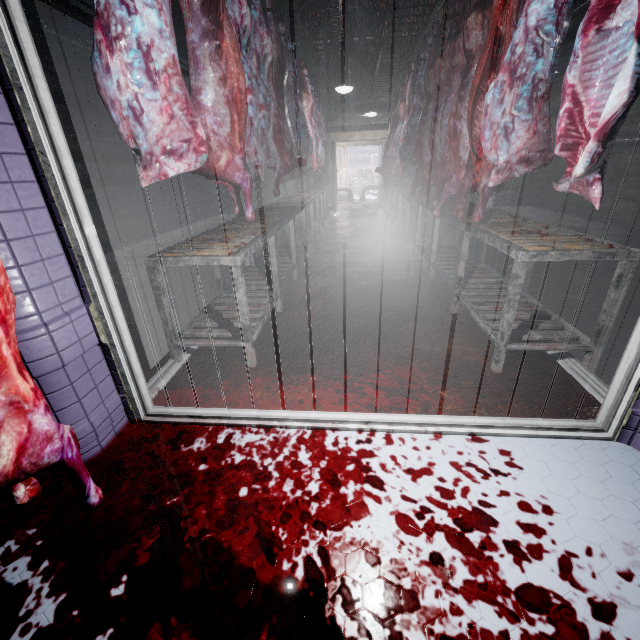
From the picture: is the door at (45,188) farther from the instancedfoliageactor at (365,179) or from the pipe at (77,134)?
the instancedfoliageactor at (365,179)

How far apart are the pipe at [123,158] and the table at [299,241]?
3.0 meters

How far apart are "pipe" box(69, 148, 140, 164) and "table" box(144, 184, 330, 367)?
3.0 meters

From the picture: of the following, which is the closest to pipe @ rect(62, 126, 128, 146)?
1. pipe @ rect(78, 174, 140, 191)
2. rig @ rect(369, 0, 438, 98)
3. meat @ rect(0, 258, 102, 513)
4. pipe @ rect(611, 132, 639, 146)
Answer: pipe @ rect(78, 174, 140, 191)

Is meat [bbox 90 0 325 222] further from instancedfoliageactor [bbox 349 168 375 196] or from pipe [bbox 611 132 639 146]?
instancedfoliageactor [bbox 349 168 375 196]

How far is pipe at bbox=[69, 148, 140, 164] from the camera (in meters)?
4.96

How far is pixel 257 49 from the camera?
2.9 meters

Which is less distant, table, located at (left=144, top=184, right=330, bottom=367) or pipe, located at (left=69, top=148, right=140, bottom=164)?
table, located at (left=144, top=184, right=330, bottom=367)
